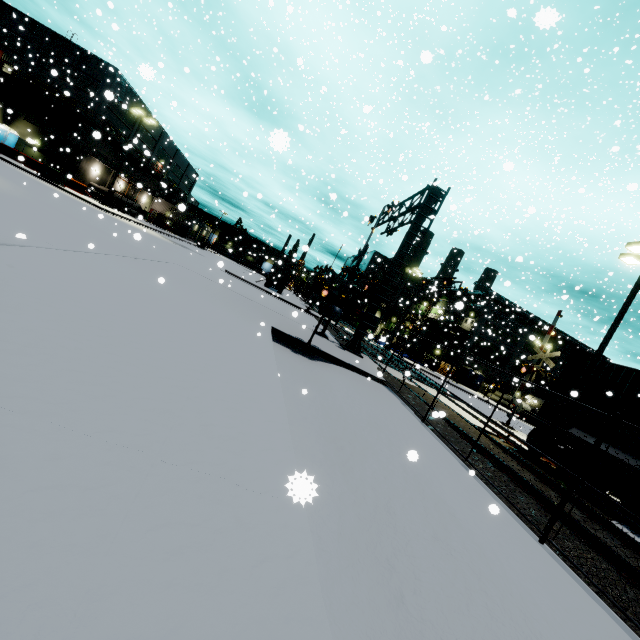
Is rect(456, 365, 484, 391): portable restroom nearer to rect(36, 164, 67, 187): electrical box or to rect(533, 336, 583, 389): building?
rect(533, 336, 583, 389): building

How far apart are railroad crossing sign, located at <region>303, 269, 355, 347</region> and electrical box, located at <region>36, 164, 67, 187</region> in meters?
30.0

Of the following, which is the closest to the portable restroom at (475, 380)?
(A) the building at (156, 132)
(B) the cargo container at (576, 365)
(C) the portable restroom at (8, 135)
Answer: (A) the building at (156, 132)

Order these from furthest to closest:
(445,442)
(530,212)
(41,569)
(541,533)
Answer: (445,442), (530,212), (541,533), (41,569)

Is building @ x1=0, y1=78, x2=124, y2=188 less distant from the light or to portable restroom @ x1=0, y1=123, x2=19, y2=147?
portable restroom @ x1=0, y1=123, x2=19, y2=147

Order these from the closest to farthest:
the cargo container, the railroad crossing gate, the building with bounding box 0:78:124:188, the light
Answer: the cargo container, the light, the railroad crossing gate, the building with bounding box 0:78:124:188

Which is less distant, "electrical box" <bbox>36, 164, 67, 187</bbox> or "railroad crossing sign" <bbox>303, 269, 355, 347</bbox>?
"railroad crossing sign" <bbox>303, 269, 355, 347</bbox>

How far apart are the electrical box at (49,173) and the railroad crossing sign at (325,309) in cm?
2997
